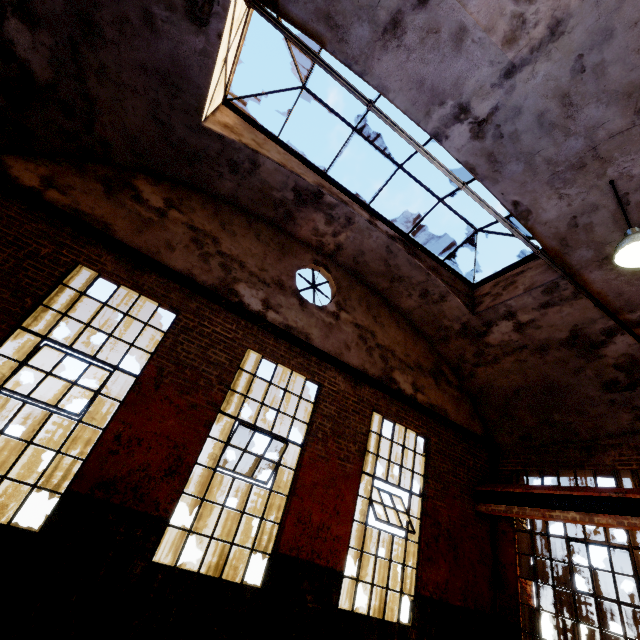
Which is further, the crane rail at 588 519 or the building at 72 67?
the crane rail at 588 519

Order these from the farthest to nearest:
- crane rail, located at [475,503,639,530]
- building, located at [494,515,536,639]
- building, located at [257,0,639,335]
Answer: building, located at [494,515,536,639]
crane rail, located at [475,503,639,530]
building, located at [257,0,639,335]

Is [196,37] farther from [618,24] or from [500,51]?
[618,24]

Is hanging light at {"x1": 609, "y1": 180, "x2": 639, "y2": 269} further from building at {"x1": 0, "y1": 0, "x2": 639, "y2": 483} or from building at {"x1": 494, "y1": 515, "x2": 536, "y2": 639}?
building at {"x1": 494, "y1": 515, "x2": 536, "y2": 639}

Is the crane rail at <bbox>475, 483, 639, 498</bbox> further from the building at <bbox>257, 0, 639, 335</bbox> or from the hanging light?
the hanging light

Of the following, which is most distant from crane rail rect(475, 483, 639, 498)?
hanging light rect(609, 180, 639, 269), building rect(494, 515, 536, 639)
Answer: hanging light rect(609, 180, 639, 269)

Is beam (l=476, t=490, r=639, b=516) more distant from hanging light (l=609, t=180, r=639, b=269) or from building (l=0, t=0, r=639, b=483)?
hanging light (l=609, t=180, r=639, b=269)
